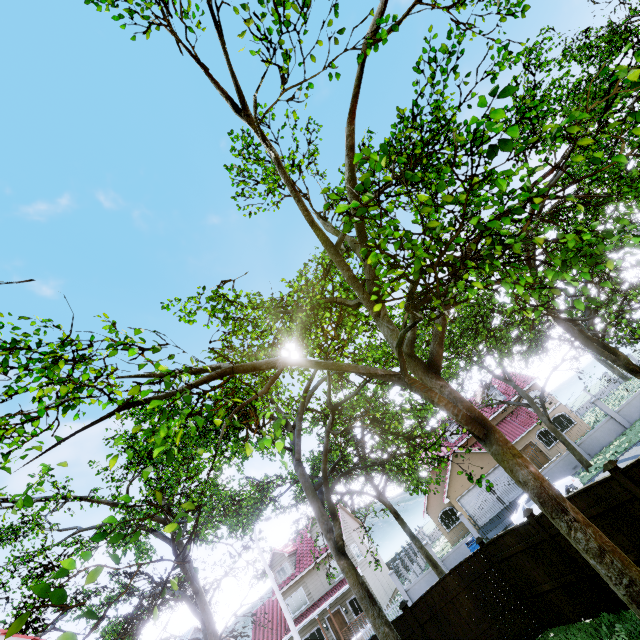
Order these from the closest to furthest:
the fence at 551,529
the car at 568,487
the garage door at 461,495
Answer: the fence at 551,529 < the car at 568,487 < the garage door at 461,495

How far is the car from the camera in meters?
18.5

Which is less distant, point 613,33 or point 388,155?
point 388,155

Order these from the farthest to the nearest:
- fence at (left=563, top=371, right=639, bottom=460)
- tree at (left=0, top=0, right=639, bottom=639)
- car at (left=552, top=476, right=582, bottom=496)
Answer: fence at (left=563, top=371, right=639, bottom=460)
car at (left=552, top=476, right=582, bottom=496)
tree at (left=0, top=0, right=639, bottom=639)

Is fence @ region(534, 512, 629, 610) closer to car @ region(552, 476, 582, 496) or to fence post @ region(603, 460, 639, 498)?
fence post @ region(603, 460, 639, 498)

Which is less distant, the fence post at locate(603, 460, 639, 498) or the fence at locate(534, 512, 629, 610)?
the fence post at locate(603, 460, 639, 498)

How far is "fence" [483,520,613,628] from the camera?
8.4m

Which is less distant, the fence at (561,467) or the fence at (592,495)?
the fence at (592,495)
